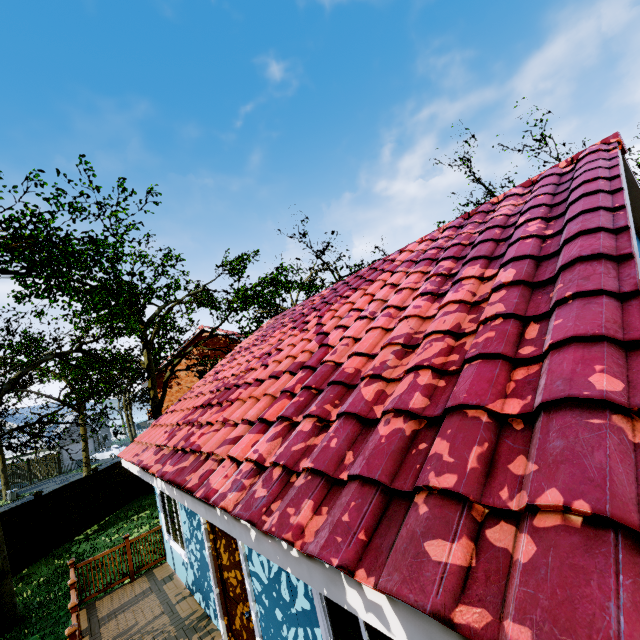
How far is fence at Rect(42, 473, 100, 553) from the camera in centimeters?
1364cm

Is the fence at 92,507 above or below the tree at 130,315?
below

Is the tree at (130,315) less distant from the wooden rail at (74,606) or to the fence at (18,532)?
the fence at (18,532)

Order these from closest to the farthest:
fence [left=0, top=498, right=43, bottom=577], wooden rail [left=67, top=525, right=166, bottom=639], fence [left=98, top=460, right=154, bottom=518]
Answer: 1. wooden rail [left=67, top=525, right=166, bottom=639]
2. fence [left=0, top=498, right=43, bottom=577]
3. fence [left=98, top=460, right=154, bottom=518]

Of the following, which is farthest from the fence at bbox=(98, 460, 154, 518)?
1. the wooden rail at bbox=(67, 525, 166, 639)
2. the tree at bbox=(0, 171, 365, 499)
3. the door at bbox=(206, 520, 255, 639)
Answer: the door at bbox=(206, 520, 255, 639)

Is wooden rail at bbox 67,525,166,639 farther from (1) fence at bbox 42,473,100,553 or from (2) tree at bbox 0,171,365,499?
(2) tree at bbox 0,171,365,499

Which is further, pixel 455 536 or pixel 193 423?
pixel 193 423
